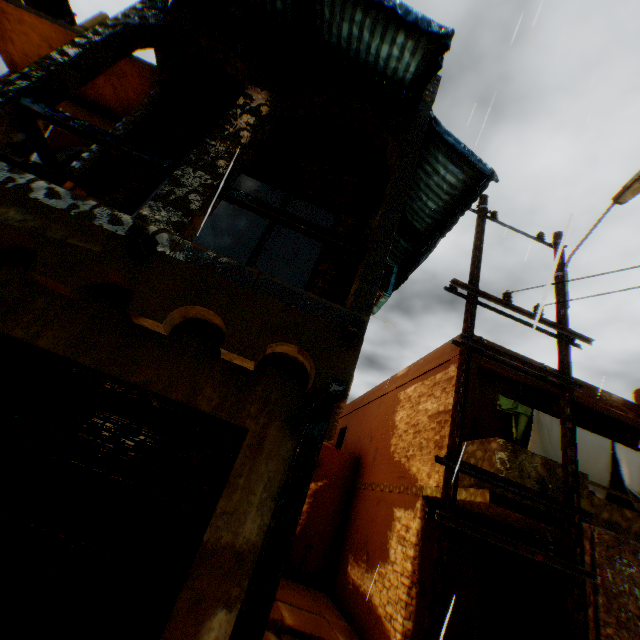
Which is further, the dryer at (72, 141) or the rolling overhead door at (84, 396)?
the dryer at (72, 141)

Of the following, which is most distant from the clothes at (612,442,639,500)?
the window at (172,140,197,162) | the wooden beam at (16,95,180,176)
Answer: the wooden beam at (16,95,180,176)

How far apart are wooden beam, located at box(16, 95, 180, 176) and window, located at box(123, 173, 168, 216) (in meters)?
1.51

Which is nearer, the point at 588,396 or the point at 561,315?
the point at 561,315

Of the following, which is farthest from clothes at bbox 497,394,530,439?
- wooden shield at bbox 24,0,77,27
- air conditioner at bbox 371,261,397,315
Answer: wooden shield at bbox 24,0,77,27

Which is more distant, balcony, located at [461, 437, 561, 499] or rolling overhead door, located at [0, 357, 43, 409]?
balcony, located at [461, 437, 561, 499]

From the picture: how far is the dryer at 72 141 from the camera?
5.9 meters

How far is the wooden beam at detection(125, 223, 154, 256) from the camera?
2.88m
